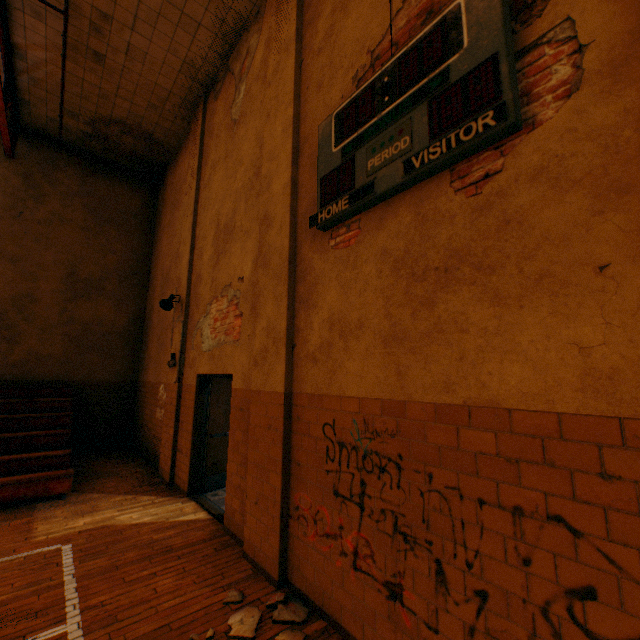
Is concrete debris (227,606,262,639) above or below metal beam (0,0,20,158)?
below

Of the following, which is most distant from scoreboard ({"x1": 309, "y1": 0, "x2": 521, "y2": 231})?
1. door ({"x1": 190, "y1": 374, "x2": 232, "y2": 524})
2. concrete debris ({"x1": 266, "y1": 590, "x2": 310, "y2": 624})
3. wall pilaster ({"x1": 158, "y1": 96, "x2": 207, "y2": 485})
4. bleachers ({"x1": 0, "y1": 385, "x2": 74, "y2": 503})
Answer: bleachers ({"x1": 0, "y1": 385, "x2": 74, "y2": 503})

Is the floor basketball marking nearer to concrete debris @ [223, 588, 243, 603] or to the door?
concrete debris @ [223, 588, 243, 603]

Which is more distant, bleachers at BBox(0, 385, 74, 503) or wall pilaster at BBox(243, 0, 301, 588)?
bleachers at BBox(0, 385, 74, 503)

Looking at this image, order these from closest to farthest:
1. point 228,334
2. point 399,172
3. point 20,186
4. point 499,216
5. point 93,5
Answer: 1. point 499,216
2. point 399,172
3. point 228,334
4. point 93,5
5. point 20,186

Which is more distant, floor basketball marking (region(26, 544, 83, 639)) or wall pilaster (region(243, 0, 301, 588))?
wall pilaster (region(243, 0, 301, 588))

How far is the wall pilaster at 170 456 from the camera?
6.6m

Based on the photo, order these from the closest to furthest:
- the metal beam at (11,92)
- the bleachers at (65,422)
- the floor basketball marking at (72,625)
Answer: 1. the floor basketball marking at (72,625)
2. the bleachers at (65,422)
3. the metal beam at (11,92)
